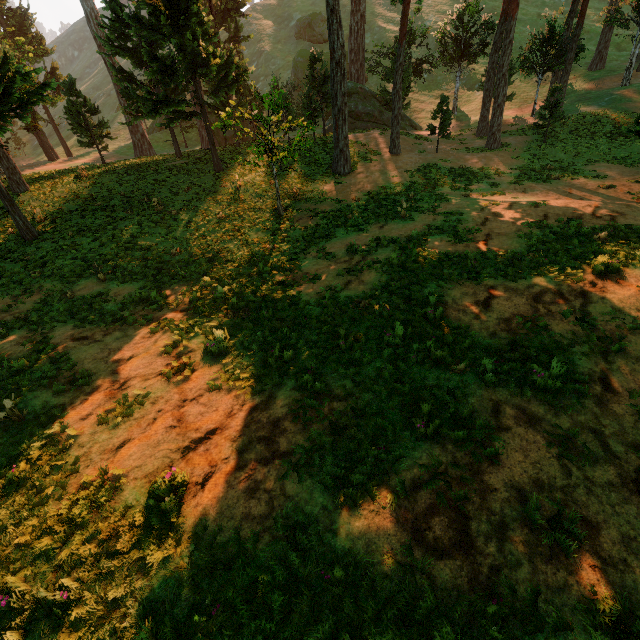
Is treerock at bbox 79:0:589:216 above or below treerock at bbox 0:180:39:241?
above

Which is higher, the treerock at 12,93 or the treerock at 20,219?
the treerock at 12,93

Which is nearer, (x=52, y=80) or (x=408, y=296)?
(x=408, y=296)

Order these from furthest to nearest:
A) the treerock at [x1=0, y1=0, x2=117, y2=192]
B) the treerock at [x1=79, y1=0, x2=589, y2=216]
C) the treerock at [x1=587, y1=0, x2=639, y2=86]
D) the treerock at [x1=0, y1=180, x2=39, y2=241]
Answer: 1. the treerock at [x1=587, y1=0, x2=639, y2=86]
2. the treerock at [x1=79, y1=0, x2=589, y2=216]
3. the treerock at [x1=0, y1=180, x2=39, y2=241]
4. the treerock at [x1=0, y1=0, x2=117, y2=192]

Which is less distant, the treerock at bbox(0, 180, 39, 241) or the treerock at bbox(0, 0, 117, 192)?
the treerock at bbox(0, 0, 117, 192)

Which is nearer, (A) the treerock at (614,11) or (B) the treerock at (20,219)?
(B) the treerock at (20,219)
